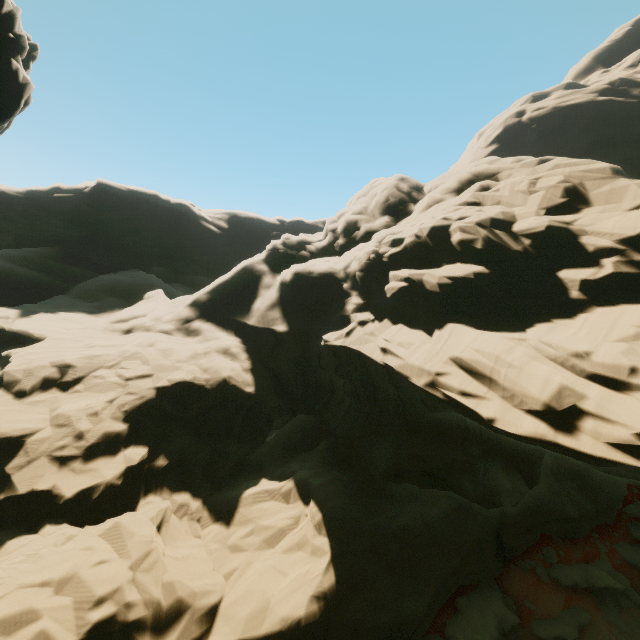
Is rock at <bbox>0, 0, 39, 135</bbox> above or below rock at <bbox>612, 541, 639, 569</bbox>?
above

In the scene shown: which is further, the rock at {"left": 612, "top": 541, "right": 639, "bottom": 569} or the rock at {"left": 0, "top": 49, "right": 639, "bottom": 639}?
the rock at {"left": 612, "top": 541, "right": 639, "bottom": 569}

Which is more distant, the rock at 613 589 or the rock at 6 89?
the rock at 613 589

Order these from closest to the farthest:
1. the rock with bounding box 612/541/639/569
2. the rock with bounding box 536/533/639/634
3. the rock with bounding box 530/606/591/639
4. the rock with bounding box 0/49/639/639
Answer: the rock with bounding box 0/49/639/639, the rock with bounding box 530/606/591/639, the rock with bounding box 536/533/639/634, the rock with bounding box 612/541/639/569

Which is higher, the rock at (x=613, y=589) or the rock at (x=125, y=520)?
the rock at (x=125, y=520)

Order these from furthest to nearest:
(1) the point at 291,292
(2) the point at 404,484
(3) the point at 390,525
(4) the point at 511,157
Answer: (1) the point at 291,292 < (4) the point at 511,157 < (2) the point at 404,484 < (3) the point at 390,525
